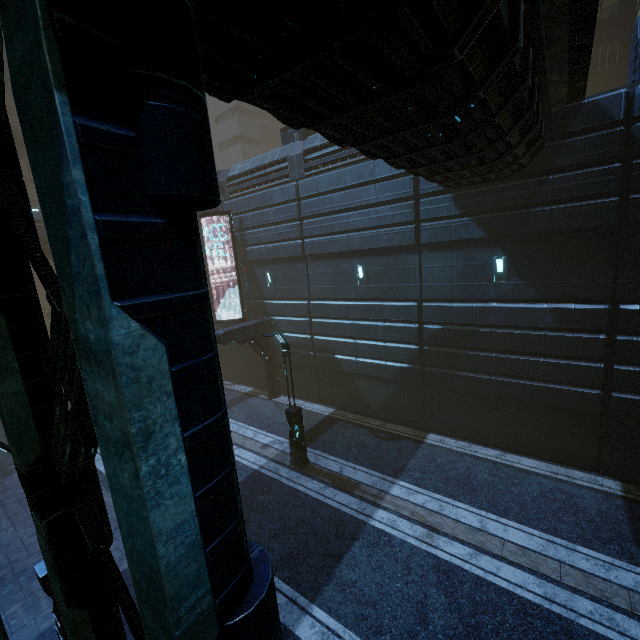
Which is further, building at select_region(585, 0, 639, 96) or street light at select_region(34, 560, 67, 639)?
building at select_region(585, 0, 639, 96)

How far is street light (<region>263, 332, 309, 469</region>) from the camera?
11.9m

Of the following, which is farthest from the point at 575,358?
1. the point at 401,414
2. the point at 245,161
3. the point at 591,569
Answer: the point at 245,161

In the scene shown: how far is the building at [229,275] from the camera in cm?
1986

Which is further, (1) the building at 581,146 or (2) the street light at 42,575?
(2) the street light at 42,575

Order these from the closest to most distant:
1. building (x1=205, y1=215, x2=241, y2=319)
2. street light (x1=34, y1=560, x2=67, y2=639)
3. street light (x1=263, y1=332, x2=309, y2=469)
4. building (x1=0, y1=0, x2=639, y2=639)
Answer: building (x1=0, y1=0, x2=639, y2=639)
street light (x1=34, y1=560, x2=67, y2=639)
street light (x1=263, y1=332, x2=309, y2=469)
building (x1=205, y1=215, x2=241, y2=319)

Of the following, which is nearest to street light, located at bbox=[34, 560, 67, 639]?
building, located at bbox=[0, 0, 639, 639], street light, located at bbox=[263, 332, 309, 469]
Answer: building, located at bbox=[0, 0, 639, 639]
